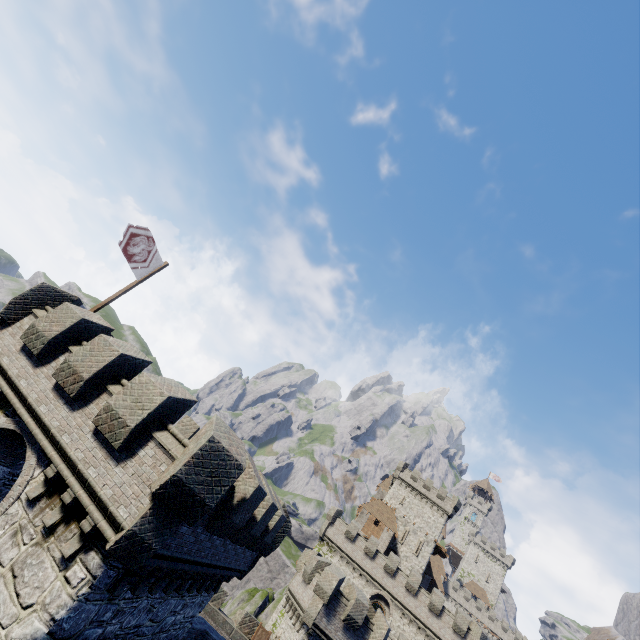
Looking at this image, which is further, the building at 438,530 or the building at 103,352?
the building at 438,530

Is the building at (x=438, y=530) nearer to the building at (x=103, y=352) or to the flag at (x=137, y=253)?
the building at (x=103, y=352)

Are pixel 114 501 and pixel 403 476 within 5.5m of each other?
no

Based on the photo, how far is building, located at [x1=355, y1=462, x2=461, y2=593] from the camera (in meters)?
51.41

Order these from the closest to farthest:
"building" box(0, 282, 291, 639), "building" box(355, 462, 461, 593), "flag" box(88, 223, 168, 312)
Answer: "building" box(0, 282, 291, 639), "flag" box(88, 223, 168, 312), "building" box(355, 462, 461, 593)

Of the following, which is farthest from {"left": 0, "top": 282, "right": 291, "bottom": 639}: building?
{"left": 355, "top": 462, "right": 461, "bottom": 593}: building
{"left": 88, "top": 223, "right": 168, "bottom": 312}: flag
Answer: {"left": 355, "top": 462, "right": 461, "bottom": 593}: building

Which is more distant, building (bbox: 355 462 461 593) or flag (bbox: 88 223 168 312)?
building (bbox: 355 462 461 593)
